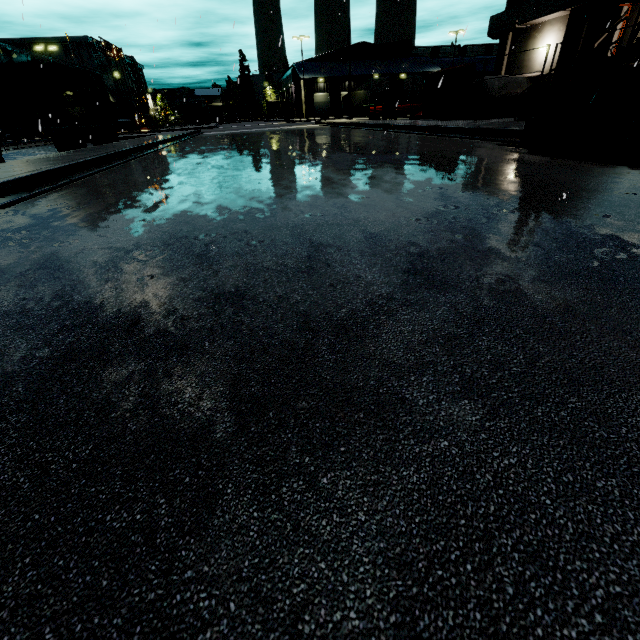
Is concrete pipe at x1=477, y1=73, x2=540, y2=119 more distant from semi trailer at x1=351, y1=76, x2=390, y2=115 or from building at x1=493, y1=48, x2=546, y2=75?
semi trailer at x1=351, y1=76, x2=390, y2=115

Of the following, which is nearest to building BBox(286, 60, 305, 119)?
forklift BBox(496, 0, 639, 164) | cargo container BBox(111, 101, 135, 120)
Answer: cargo container BBox(111, 101, 135, 120)

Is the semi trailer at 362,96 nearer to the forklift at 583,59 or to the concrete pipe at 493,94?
the forklift at 583,59

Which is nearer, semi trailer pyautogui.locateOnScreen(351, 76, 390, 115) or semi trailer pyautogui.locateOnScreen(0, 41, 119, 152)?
semi trailer pyautogui.locateOnScreen(0, 41, 119, 152)

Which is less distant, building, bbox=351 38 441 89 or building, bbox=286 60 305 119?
building, bbox=286 60 305 119

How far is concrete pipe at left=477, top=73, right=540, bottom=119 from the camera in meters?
16.9

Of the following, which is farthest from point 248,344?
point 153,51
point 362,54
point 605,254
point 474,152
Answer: point 362,54

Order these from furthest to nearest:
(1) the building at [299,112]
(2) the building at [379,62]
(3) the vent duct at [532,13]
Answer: (2) the building at [379,62] < (1) the building at [299,112] < (3) the vent duct at [532,13]
